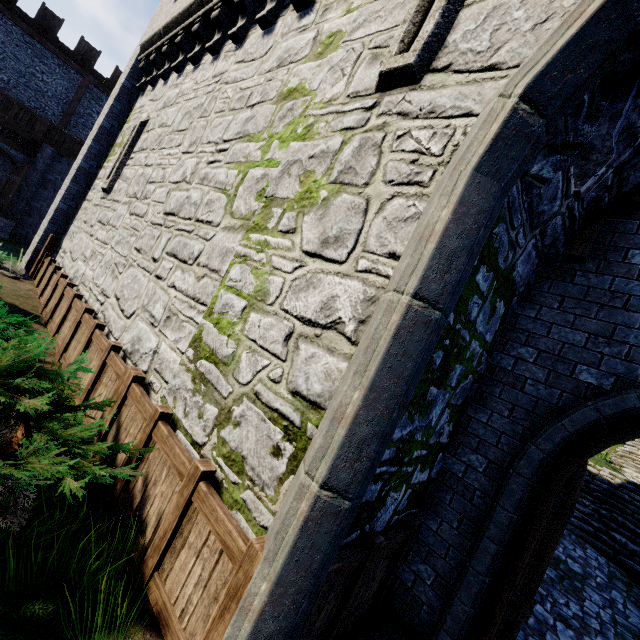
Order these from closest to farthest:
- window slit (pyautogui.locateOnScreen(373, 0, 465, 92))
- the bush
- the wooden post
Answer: the bush, window slit (pyautogui.locateOnScreen(373, 0, 465, 92)), the wooden post

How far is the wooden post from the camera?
10.0 meters

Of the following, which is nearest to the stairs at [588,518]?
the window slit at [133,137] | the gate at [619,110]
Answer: the window slit at [133,137]

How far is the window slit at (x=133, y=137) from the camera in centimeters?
866cm

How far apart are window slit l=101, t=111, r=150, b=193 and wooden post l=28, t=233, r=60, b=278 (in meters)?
2.47

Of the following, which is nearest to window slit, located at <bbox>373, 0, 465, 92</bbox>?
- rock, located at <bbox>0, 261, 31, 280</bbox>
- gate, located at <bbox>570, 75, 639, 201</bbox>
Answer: gate, located at <bbox>570, 75, 639, 201</bbox>

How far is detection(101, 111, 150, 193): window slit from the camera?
8.7 meters

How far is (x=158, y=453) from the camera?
3.3 meters
